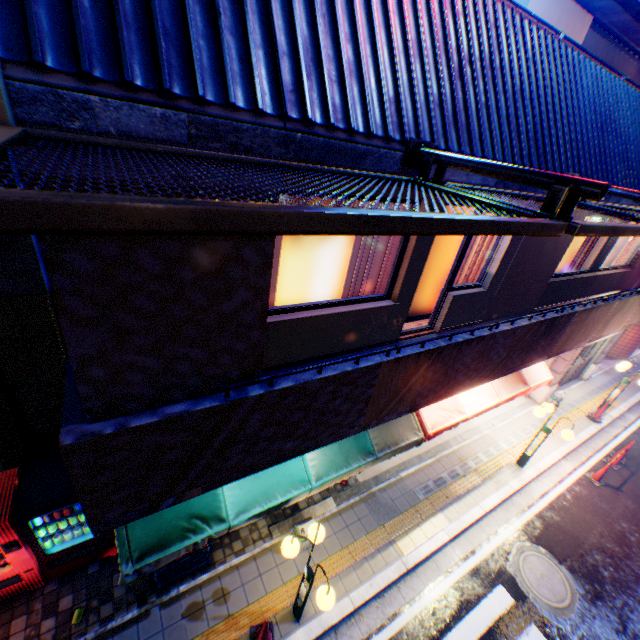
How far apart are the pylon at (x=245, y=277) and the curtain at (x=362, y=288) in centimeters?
237cm

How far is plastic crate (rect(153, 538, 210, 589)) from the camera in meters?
5.5 m

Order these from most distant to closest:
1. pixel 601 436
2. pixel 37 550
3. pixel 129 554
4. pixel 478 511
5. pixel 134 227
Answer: pixel 601 436
pixel 478 511
pixel 37 550
pixel 129 554
pixel 134 227

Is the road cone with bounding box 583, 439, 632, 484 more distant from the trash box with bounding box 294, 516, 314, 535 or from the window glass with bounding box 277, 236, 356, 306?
the window glass with bounding box 277, 236, 356, 306

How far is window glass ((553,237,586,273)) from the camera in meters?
9.0

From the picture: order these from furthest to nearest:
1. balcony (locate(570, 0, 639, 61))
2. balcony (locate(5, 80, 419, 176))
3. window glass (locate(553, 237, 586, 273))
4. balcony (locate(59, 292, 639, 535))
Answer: window glass (locate(553, 237, 586, 273)) < balcony (locate(570, 0, 639, 61)) < balcony (locate(59, 292, 639, 535)) < balcony (locate(5, 80, 419, 176))

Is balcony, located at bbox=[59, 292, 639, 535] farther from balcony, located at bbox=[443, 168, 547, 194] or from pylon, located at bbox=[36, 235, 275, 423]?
balcony, located at bbox=[443, 168, 547, 194]

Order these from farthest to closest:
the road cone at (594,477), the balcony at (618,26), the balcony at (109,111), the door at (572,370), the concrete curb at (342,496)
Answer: the door at (572,370) < the road cone at (594,477) < the concrete curb at (342,496) < the balcony at (618,26) < the balcony at (109,111)
